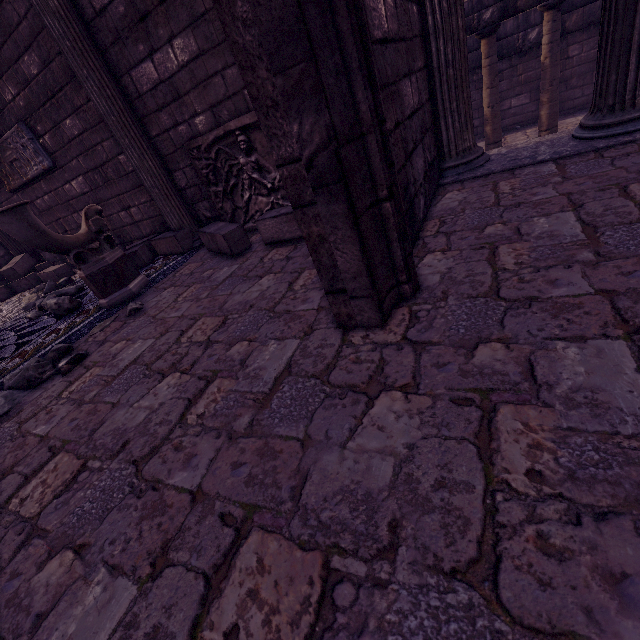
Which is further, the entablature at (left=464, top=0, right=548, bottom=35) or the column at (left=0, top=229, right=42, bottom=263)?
the column at (left=0, top=229, right=42, bottom=263)

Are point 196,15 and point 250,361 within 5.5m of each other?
yes

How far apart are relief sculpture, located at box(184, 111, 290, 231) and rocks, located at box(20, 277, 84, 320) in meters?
2.4

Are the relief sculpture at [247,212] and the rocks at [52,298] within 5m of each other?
yes

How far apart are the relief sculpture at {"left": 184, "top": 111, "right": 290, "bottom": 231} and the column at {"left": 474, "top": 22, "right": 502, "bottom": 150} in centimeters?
617cm

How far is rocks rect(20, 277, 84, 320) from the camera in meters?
3.9 m

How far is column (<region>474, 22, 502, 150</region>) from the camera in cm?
676

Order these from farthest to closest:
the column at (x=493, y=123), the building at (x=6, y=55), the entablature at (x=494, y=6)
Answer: the column at (x=493, y=123)
the entablature at (x=494, y=6)
the building at (x=6, y=55)
